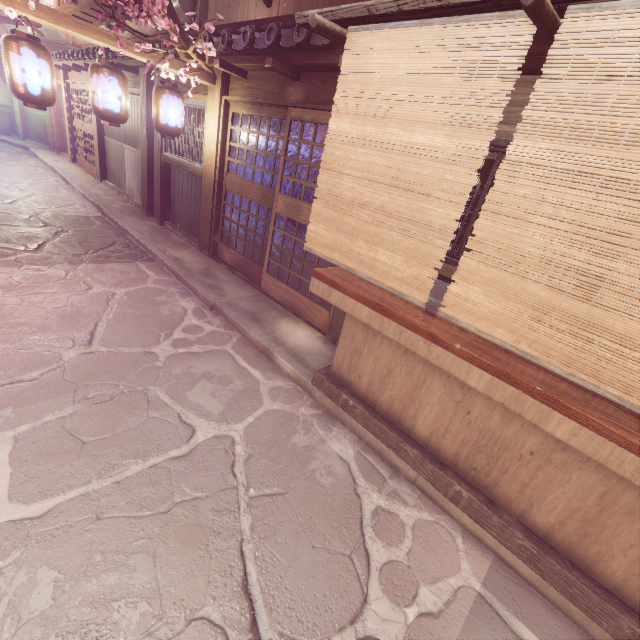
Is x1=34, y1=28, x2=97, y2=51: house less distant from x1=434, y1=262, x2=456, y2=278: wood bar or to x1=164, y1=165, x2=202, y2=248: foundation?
x1=164, y1=165, x2=202, y2=248: foundation

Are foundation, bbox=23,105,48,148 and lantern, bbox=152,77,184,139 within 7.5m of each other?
no

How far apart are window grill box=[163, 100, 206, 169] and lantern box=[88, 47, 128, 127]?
2.5 meters

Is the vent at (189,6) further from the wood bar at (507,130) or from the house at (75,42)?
the house at (75,42)

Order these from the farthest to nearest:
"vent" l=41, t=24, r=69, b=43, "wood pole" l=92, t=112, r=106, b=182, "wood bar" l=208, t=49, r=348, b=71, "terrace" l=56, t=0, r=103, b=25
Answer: "vent" l=41, t=24, r=69, b=43
"wood pole" l=92, t=112, r=106, b=182
"terrace" l=56, t=0, r=103, b=25
"wood bar" l=208, t=49, r=348, b=71

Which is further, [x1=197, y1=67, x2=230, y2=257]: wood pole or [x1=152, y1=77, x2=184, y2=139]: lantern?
[x1=197, y1=67, x2=230, y2=257]: wood pole

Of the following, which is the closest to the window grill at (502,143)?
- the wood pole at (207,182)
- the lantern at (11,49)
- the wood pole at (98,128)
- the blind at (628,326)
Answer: the blind at (628,326)

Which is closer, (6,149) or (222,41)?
(222,41)
